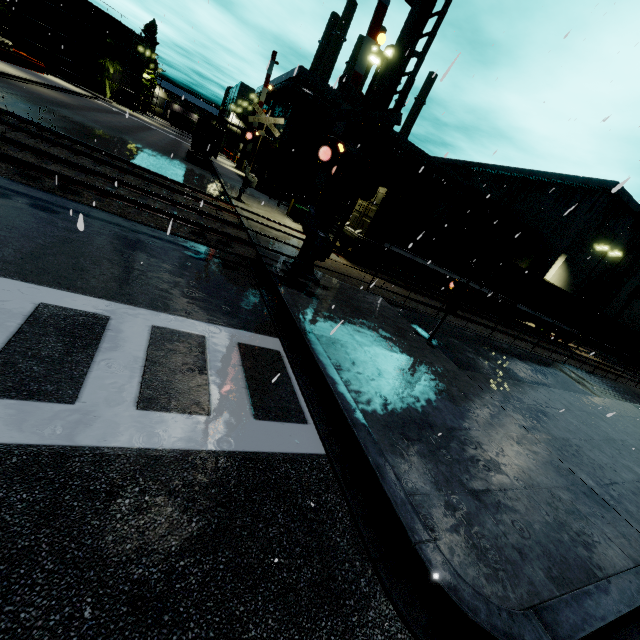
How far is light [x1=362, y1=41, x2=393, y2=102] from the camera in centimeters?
1554cm

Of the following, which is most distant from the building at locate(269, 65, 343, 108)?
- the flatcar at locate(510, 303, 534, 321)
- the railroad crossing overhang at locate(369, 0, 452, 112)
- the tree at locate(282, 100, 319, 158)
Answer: the railroad crossing overhang at locate(369, 0, 452, 112)

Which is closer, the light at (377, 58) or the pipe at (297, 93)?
the light at (377, 58)

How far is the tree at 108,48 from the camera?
54.91m

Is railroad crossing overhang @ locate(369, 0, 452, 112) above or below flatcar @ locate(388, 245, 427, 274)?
above

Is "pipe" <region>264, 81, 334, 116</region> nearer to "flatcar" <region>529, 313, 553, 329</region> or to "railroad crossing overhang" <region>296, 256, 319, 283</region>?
"flatcar" <region>529, 313, 553, 329</region>

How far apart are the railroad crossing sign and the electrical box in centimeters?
1398cm

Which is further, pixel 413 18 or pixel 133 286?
pixel 413 18
